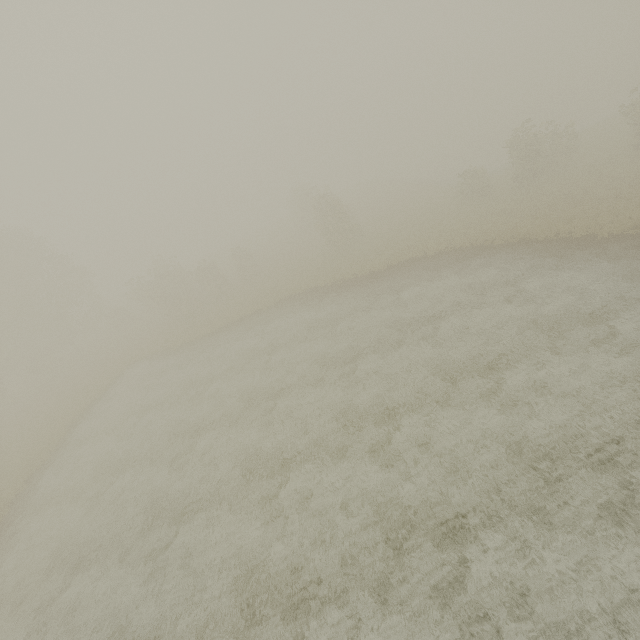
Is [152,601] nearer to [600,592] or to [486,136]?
[600,592]
